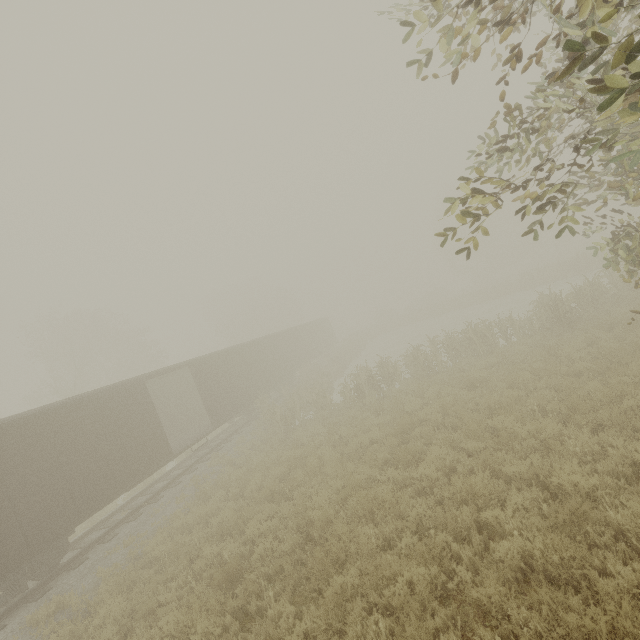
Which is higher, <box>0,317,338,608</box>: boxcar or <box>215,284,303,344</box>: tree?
<box>215,284,303,344</box>: tree

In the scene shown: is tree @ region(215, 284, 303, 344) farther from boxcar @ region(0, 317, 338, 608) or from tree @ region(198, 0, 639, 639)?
boxcar @ region(0, 317, 338, 608)

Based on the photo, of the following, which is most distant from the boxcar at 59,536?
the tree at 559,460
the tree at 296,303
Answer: the tree at 296,303

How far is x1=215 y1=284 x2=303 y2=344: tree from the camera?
42.7 meters

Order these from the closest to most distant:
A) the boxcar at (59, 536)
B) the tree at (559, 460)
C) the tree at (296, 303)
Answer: the tree at (559, 460) → the boxcar at (59, 536) → the tree at (296, 303)

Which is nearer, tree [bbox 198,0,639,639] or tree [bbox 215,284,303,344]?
tree [bbox 198,0,639,639]

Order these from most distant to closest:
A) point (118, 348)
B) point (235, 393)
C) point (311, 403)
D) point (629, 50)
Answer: point (118, 348) → point (235, 393) → point (311, 403) → point (629, 50)
